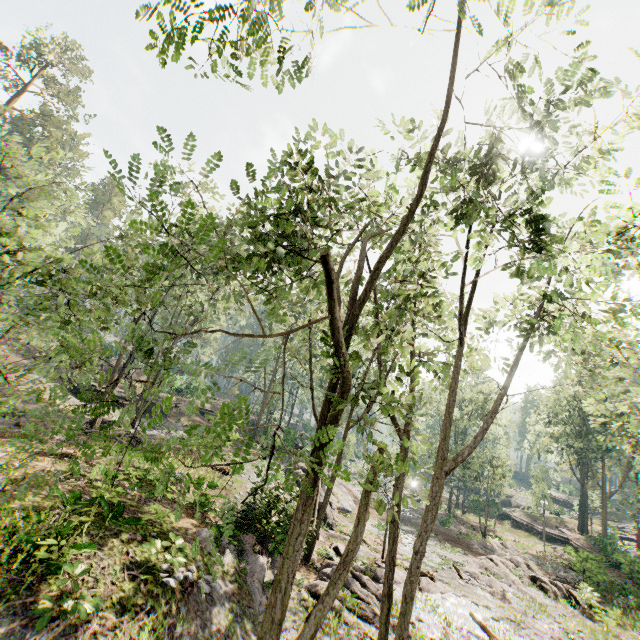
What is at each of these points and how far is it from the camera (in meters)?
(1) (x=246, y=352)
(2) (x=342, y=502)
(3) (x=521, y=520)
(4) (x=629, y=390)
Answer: (1) foliage, 2.69
(2) rock, 29.66
(3) ground embankment, 42.88
(4) foliage, 30.38

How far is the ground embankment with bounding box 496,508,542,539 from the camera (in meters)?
39.91

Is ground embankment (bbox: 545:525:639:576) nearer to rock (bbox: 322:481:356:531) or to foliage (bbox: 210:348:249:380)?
foliage (bbox: 210:348:249:380)

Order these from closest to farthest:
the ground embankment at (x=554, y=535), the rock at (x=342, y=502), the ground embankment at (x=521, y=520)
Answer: the rock at (x=342, y=502) → the ground embankment at (x=554, y=535) → the ground embankment at (x=521, y=520)

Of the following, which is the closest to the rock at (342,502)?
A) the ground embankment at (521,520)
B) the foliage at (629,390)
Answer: the foliage at (629,390)

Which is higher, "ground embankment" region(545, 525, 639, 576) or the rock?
"ground embankment" region(545, 525, 639, 576)
